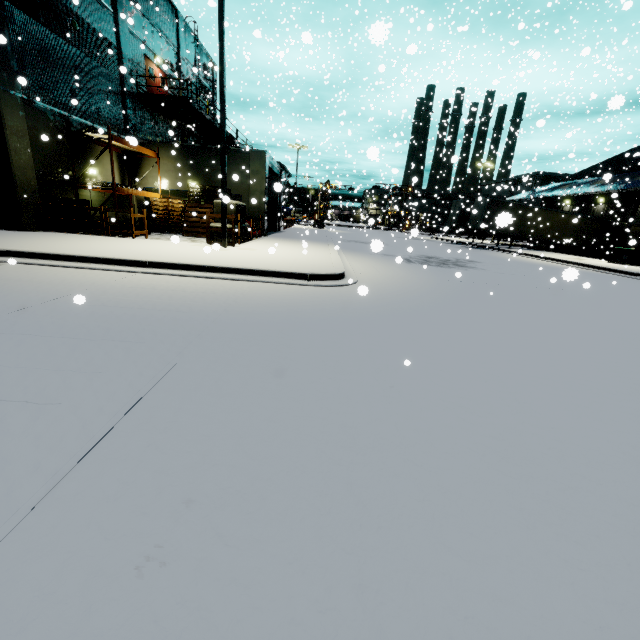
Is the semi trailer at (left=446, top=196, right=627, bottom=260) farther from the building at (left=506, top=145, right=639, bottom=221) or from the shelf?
the shelf

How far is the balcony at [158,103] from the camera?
19.34m

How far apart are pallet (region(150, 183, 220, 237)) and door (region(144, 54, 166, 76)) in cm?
846

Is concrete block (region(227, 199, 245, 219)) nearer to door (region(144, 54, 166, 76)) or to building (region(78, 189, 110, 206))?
building (region(78, 189, 110, 206))

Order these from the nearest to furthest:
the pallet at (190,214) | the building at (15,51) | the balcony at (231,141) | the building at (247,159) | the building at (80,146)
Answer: the building at (15,51)
the building at (80,146)
the pallet at (190,214)
the building at (247,159)
the balcony at (231,141)

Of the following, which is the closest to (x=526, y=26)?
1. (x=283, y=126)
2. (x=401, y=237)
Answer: (x=401, y=237)

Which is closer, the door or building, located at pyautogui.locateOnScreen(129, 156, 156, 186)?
building, located at pyautogui.locateOnScreen(129, 156, 156, 186)

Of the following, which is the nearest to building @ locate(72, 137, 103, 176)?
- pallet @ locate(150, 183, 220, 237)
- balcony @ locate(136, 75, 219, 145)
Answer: balcony @ locate(136, 75, 219, 145)
